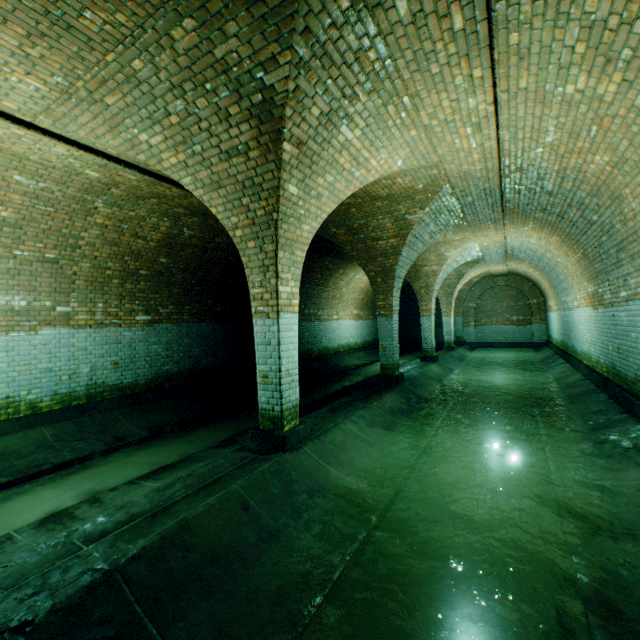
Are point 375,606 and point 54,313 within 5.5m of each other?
no
